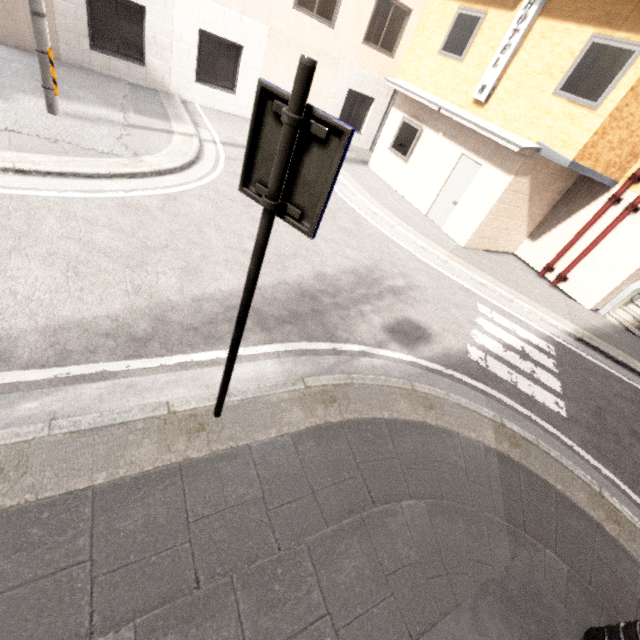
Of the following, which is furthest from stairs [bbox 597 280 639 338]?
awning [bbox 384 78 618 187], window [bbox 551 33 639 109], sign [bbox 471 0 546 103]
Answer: sign [bbox 471 0 546 103]

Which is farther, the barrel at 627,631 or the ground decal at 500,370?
the ground decal at 500,370

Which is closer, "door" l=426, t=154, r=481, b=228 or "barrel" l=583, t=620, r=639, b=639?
"barrel" l=583, t=620, r=639, b=639

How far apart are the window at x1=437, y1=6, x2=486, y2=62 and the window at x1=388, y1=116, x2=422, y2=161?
1.8 meters

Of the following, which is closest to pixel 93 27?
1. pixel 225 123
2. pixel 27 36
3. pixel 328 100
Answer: pixel 27 36

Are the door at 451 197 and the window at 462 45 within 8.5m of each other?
yes

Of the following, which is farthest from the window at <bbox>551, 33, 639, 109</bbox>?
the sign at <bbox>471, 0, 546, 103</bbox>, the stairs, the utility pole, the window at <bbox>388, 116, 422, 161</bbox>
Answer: the utility pole

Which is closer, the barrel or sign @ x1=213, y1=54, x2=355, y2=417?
sign @ x1=213, y1=54, x2=355, y2=417
